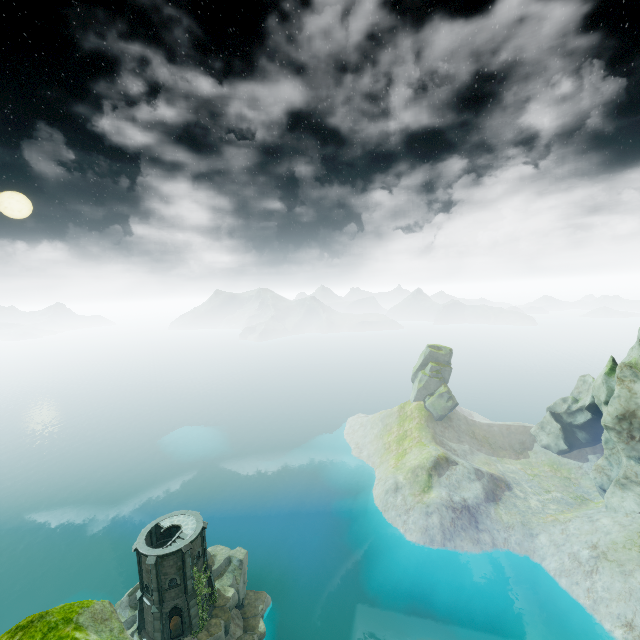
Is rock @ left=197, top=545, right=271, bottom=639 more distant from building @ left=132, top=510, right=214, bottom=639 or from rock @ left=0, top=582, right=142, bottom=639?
rock @ left=0, top=582, right=142, bottom=639

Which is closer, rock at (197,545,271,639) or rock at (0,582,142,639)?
rock at (0,582,142,639)

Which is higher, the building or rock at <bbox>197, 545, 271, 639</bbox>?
the building

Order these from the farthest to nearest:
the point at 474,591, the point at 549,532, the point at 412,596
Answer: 1. the point at 549,532
2. the point at 412,596
3. the point at 474,591

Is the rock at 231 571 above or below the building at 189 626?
below

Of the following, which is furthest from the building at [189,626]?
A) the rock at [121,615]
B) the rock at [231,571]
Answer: the rock at [121,615]

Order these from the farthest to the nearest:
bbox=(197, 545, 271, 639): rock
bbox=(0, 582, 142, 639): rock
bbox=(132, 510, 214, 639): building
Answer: bbox=(197, 545, 271, 639): rock → bbox=(132, 510, 214, 639): building → bbox=(0, 582, 142, 639): rock
